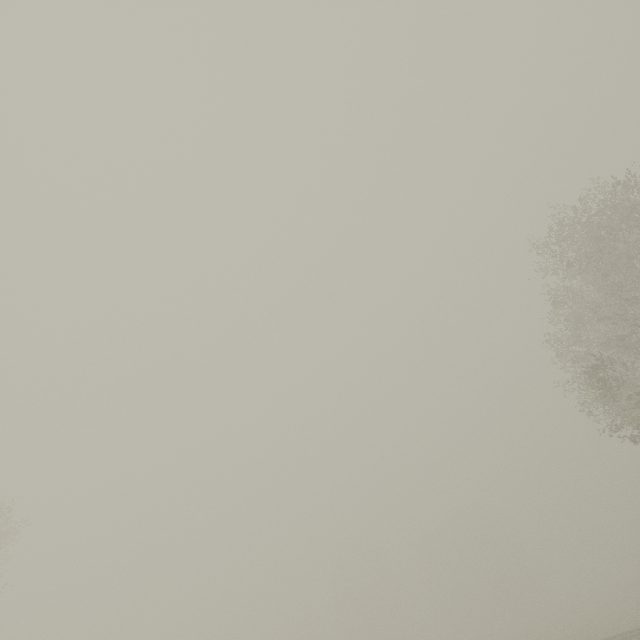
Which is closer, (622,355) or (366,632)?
(622,355)
